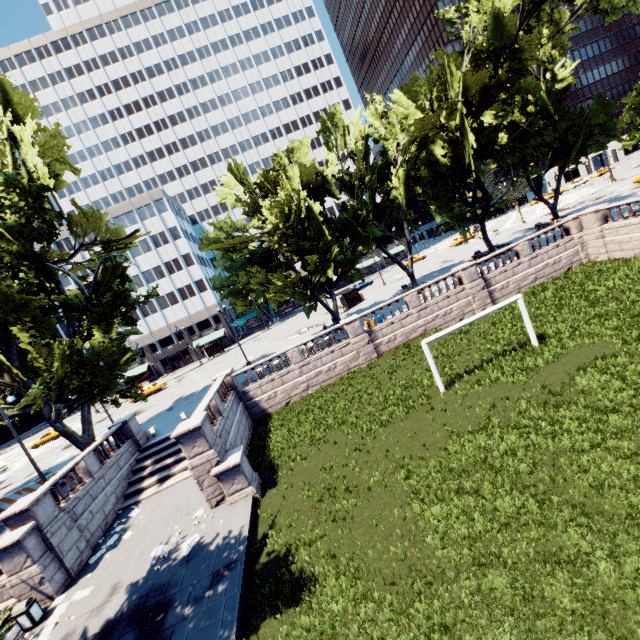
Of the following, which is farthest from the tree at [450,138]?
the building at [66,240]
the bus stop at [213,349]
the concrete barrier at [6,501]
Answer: the bus stop at [213,349]

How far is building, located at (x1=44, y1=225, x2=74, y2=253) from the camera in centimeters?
5912cm

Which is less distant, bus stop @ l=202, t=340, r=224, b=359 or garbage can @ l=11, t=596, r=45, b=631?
garbage can @ l=11, t=596, r=45, b=631

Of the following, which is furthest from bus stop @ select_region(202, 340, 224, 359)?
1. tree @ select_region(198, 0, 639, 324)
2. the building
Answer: tree @ select_region(198, 0, 639, 324)

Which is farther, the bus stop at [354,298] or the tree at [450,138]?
the bus stop at [354,298]

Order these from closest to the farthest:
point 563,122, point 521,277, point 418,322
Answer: point 418,322 → point 521,277 → point 563,122

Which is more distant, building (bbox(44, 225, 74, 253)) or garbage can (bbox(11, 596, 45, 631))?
building (bbox(44, 225, 74, 253))

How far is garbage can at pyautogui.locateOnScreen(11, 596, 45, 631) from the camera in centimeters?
1225cm
